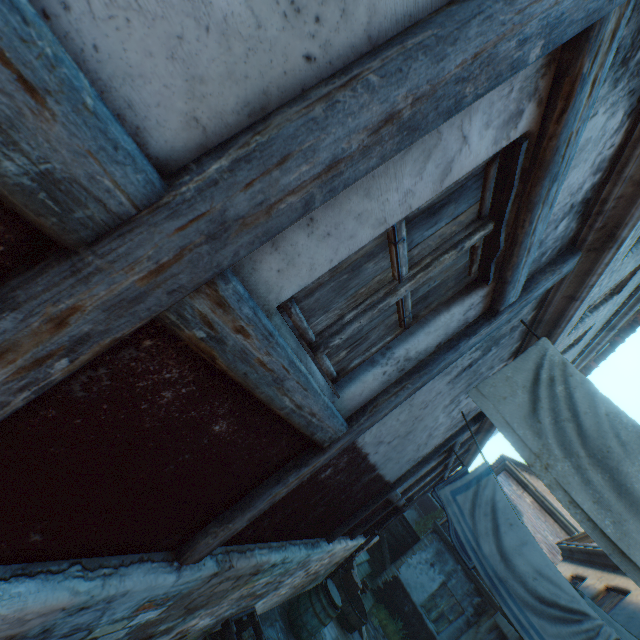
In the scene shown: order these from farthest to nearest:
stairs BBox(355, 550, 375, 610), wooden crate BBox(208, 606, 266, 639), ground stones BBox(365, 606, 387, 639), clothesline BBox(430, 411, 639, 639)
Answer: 1. stairs BBox(355, 550, 375, 610)
2. ground stones BBox(365, 606, 387, 639)
3. wooden crate BBox(208, 606, 266, 639)
4. clothesline BBox(430, 411, 639, 639)

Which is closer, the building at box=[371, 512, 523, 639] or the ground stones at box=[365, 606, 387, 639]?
the ground stones at box=[365, 606, 387, 639]

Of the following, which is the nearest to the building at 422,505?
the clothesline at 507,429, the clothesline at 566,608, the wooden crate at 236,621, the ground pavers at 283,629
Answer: the ground pavers at 283,629

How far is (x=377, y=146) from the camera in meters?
0.9

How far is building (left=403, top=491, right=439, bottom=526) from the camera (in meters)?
27.94

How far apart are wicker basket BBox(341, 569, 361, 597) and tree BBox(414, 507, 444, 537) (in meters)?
20.10

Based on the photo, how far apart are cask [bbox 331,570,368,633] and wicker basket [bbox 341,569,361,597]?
0.1 meters

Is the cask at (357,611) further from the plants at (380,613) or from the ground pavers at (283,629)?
the plants at (380,613)
